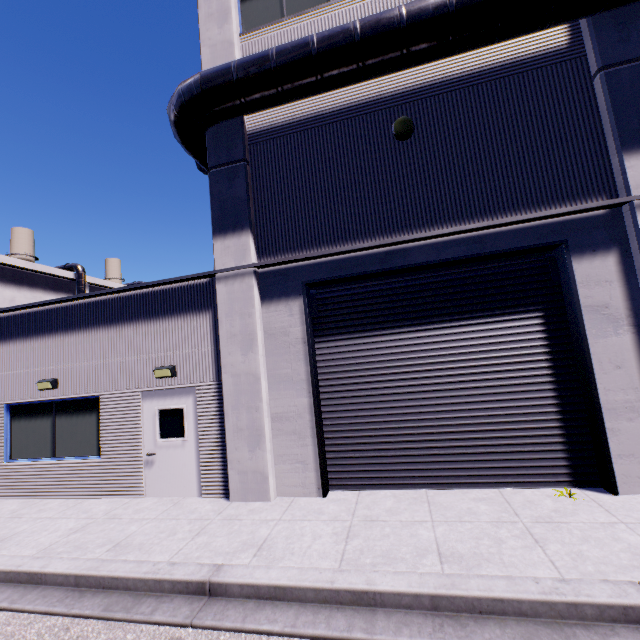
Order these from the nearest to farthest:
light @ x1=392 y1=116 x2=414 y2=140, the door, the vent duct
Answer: the vent duct
light @ x1=392 y1=116 x2=414 y2=140
the door

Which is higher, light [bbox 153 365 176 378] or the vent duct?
the vent duct

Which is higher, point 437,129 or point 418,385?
point 437,129

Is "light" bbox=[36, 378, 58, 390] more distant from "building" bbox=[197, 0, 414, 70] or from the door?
the door

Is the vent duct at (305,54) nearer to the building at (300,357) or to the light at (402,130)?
the building at (300,357)

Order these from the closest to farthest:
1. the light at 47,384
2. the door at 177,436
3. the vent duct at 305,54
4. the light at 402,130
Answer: the vent duct at 305,54 < the light at 402,130 < the door at 177,436 < the light at 47,384

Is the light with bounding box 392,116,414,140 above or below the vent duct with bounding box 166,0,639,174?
below

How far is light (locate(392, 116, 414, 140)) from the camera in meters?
6.6 m
